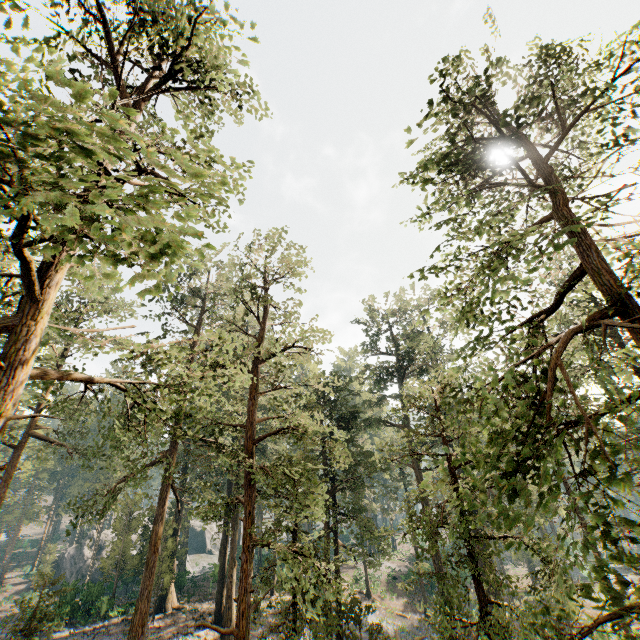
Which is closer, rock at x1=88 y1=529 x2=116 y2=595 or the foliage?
the foliage

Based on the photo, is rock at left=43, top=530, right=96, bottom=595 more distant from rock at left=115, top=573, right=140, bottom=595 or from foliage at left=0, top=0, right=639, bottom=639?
foliage at left=0, top=0, right=639, bottom=639

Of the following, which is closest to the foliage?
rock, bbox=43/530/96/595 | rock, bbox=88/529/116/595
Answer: rock, bbox=88/529/116/595

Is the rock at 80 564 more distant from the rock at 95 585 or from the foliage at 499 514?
the foliage at 499 514

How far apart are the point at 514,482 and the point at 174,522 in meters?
25.2

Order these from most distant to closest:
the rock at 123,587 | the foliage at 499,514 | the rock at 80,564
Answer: the rock at 123,587 < the rock at 80,564 < the foliage at 499,514

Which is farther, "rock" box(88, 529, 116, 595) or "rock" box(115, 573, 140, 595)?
"rock" box(115, 573, 140, 595)
